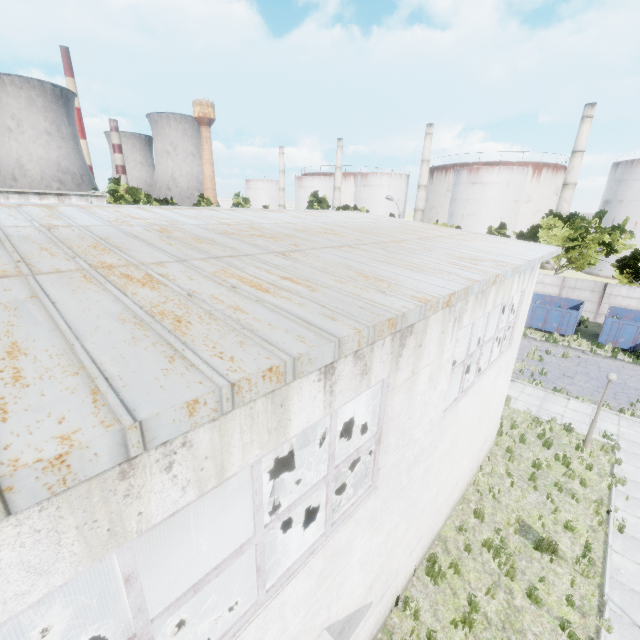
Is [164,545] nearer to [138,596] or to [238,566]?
[238,566]

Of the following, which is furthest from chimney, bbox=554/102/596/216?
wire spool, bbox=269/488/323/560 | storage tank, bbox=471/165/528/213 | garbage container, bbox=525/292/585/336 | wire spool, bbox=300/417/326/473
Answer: wire spool, bbox=269/488/323/560

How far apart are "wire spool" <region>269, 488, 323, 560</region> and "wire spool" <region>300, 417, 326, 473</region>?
1.77m

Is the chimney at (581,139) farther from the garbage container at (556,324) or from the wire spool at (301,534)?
the wire spool at (301,534)

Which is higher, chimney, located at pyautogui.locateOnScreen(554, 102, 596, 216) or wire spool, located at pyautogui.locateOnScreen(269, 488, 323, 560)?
chimney, located at pyautogui.locateOnScreen(554, 102, 596, 216)

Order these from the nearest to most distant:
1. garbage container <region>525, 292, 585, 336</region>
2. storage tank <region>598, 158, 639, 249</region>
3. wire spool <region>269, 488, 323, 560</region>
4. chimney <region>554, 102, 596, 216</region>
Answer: wire spool <region>269, 488, 323, 560</region> → garbage container <region>525, 292, 585, 336</region> → storage tank <region>598, 158, 639, 249</region> → chimney <region>554, 102, 596, 216</region>

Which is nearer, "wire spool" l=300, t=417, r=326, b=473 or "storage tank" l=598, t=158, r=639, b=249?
"wire spool" l=300, t=417, r=326, b=473

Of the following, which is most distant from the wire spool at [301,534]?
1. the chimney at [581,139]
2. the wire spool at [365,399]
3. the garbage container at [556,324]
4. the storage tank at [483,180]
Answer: the storage tank at [483,180]
